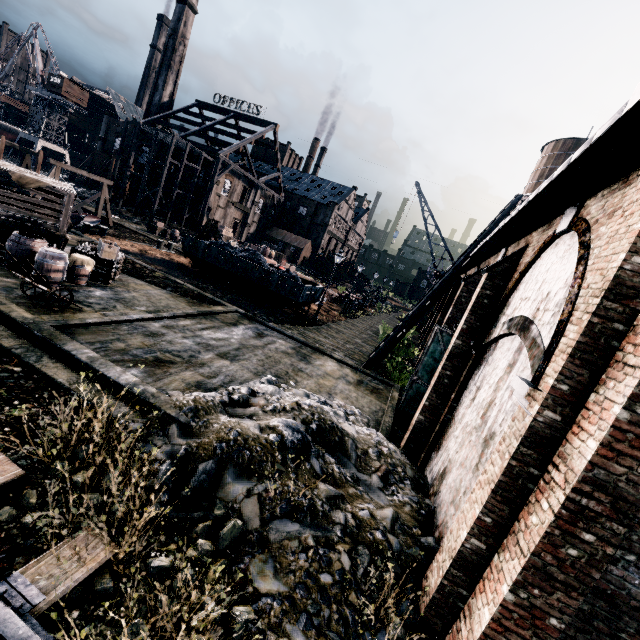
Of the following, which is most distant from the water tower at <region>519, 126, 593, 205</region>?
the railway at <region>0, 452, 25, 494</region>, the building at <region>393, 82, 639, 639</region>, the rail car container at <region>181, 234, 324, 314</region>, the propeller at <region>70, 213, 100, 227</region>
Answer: the propeller at <region>70, 213, 100, 227</region>

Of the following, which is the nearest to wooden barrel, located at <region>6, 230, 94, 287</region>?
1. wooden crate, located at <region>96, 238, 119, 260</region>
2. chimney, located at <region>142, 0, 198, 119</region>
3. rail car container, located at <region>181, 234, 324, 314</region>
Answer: wooden crate, located at <region>96, 238, 119, 260</region>

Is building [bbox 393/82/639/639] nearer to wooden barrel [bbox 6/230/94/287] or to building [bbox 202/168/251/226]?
wooden barrel [bbox 6/230/94/287]

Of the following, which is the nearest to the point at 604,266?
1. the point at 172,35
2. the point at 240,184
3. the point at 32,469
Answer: the point at 32,469

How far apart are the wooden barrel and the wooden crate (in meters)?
1.85

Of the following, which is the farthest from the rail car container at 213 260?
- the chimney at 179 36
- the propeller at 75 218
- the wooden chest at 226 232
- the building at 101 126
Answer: the chimney at 179 36

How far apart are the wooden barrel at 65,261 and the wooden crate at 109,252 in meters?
1.9

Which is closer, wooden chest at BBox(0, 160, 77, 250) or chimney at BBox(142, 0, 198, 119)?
wooden chest at BBox(0, 160, 77, 250)
